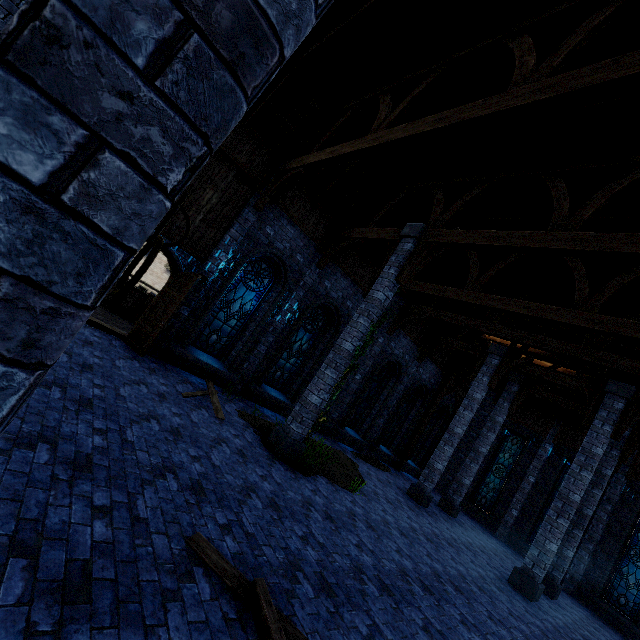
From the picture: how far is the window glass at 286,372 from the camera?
12.2 meters

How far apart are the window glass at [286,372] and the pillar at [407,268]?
3.7m

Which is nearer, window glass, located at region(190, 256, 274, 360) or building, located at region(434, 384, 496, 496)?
window glass, located at region(190, 256, 274, 360)

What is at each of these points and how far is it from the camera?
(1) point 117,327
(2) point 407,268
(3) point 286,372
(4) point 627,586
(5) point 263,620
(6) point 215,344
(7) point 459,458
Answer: (1) walkway, 9.82m
(2) pillar, 8.41m
(3) window glass, 12.50m
(4) window glass, 13.50m
(5) wooden beam, 2.92m
(6) window glass, 10.61m
(7) building, 19.69m

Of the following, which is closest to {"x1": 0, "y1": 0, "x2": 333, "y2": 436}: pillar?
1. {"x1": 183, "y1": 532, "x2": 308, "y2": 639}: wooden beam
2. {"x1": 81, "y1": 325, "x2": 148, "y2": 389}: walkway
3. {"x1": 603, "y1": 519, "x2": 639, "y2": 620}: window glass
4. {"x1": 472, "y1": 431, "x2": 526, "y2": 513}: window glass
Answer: {"x1": 183, "y1": 532, "x2": 308, "y2": 639}: wooden beam

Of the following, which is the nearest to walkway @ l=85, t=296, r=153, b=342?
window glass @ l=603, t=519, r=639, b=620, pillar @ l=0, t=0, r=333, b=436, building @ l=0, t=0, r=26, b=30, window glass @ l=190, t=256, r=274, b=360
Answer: building @ l=0, t=0, r=26, b=30

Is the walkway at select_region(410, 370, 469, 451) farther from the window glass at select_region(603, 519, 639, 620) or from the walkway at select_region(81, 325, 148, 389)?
the window glass at select_region(603, 519, 639, 620)

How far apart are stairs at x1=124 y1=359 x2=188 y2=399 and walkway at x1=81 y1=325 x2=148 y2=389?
0.0m
